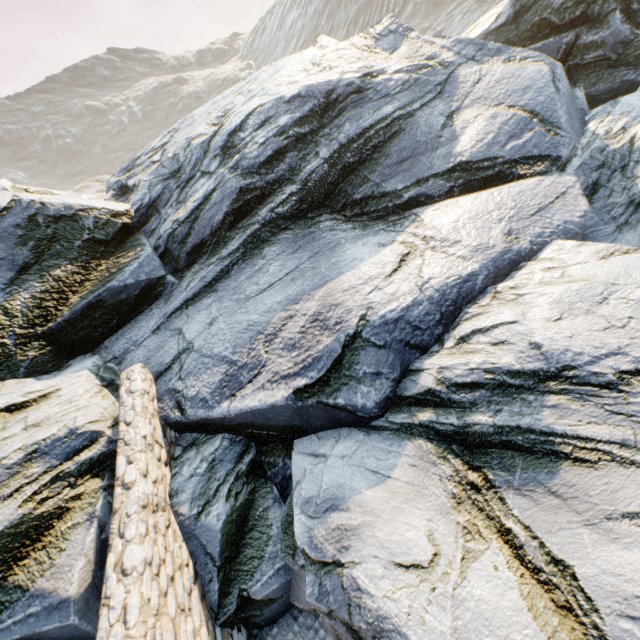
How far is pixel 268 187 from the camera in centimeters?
909cm
